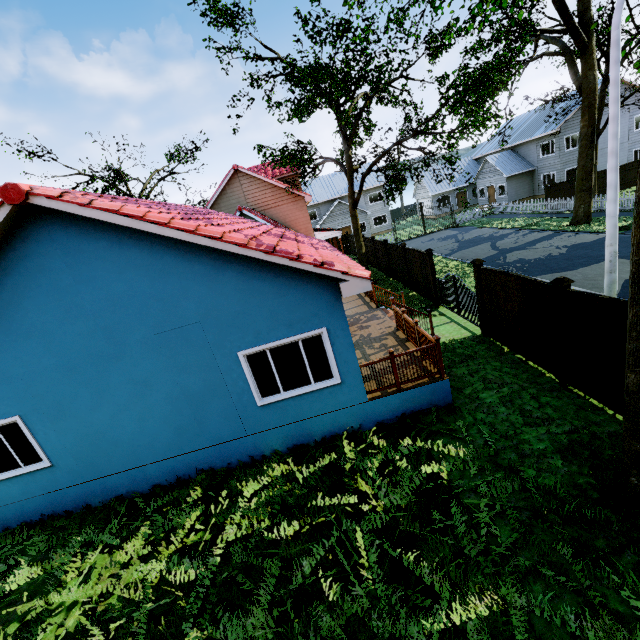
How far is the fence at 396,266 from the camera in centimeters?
1758cm

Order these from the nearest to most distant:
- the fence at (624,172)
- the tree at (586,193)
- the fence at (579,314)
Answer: the fence at (579,314)
the tree at (586,193)
the fence at (624,172)

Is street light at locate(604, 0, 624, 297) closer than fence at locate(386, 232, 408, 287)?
Yes

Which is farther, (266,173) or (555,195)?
(555,195)

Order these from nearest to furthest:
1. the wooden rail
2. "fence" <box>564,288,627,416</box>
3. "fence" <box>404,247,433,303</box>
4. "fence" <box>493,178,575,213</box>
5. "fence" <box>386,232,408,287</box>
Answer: "fence" <box>564,288,627,416</box> → the wooden rail → "fence" <box>404,247,433,303</box> → "fence" <box>386,232,408,287</box> → "fence" <box>493,178,575,213</box>

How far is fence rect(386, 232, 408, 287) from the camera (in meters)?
17.58

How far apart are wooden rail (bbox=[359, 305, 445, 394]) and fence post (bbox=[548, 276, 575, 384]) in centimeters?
256cm

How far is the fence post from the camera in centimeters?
679cm
